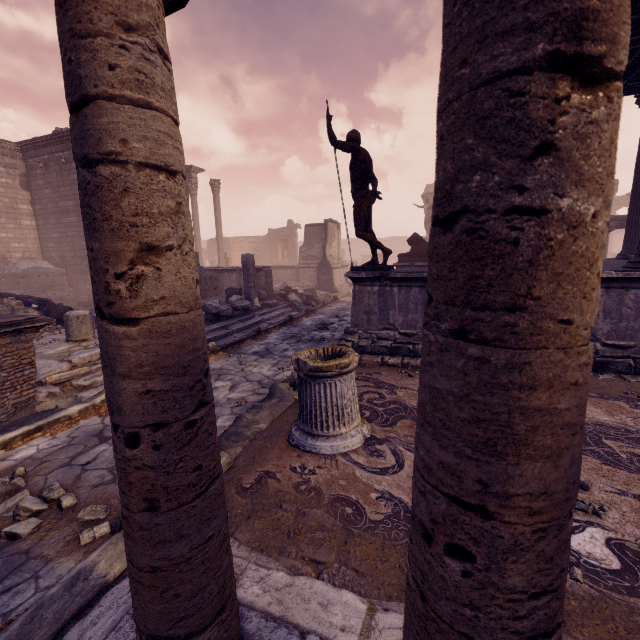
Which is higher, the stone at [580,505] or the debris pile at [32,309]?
the debris pile at [32,309]

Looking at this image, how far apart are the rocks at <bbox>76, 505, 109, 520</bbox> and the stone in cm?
338

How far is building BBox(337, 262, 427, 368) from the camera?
5.71m

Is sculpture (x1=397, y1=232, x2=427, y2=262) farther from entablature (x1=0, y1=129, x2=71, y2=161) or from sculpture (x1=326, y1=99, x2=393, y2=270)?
entablature (x1=0, y1=129, x2=71, y2=161)

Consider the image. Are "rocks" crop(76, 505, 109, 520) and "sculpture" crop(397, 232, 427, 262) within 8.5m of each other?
no

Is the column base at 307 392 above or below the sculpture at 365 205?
below

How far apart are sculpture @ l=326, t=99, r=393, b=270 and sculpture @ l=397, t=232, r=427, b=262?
6.36m

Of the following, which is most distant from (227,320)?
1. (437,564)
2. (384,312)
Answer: (437,564)
